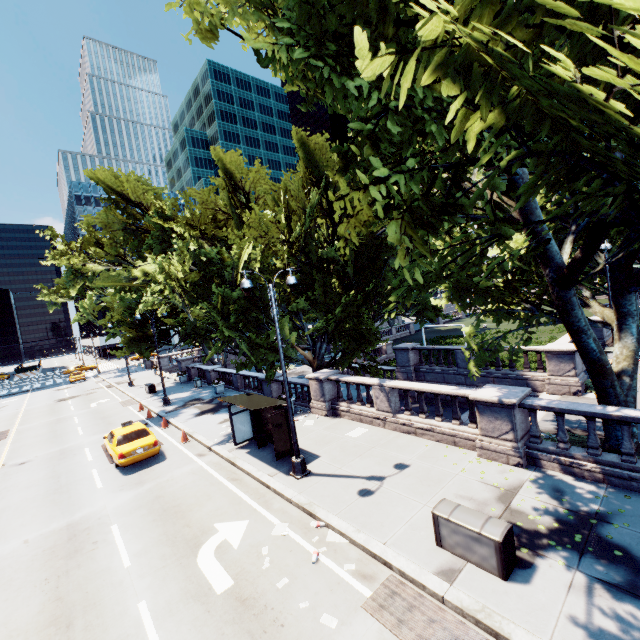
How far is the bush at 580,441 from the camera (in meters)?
10.47

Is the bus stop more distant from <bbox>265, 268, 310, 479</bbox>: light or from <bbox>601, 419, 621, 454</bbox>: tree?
<bbox>601, 419, 621, 454</bbox>: tree

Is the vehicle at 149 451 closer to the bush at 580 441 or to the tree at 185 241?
the tree at 185 241

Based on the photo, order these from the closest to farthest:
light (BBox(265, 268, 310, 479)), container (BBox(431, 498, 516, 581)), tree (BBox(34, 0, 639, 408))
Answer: tree (BBox(34, 0, 639, 408)) → container (BBox(431, 498, 516, 581)) → light (BBox(265, 268, 310, 479))

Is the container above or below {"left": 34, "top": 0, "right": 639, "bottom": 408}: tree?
below

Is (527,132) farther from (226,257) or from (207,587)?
(226,257)

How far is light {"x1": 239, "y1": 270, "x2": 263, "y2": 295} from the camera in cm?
1060

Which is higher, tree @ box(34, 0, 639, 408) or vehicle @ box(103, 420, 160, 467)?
tree @ box(34, 0, 639, 408)
